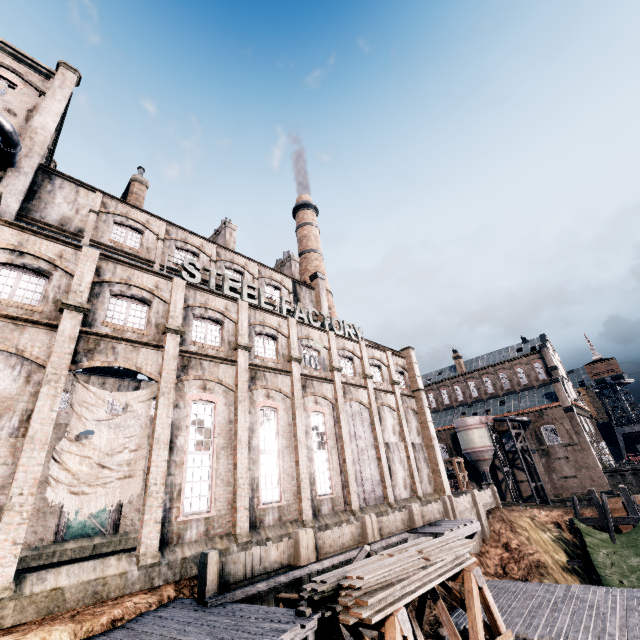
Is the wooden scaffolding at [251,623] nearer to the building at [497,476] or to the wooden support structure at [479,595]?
the wooden support structure at [479,595]

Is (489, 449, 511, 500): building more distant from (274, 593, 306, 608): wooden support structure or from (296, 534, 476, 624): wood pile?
(274, 593, 306, 608): wooden support structure

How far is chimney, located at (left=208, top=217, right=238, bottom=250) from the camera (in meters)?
34.31

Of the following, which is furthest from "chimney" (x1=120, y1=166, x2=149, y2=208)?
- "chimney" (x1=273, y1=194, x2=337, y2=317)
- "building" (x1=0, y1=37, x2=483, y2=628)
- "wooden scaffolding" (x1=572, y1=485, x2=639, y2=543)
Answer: "wooden scaffolding" (x1=572, y1=485, x2=639, y2=543)

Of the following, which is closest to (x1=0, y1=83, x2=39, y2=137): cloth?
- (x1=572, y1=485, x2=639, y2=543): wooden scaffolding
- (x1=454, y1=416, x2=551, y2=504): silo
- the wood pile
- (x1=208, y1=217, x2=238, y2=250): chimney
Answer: (x1=208, y1=217, x2=238, y2=250): chimney

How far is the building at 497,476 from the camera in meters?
50.6 m

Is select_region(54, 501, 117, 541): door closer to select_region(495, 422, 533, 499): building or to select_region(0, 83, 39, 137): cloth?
select_region(0, 83, 39, 137): cloth

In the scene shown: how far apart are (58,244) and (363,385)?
23.3 meters
